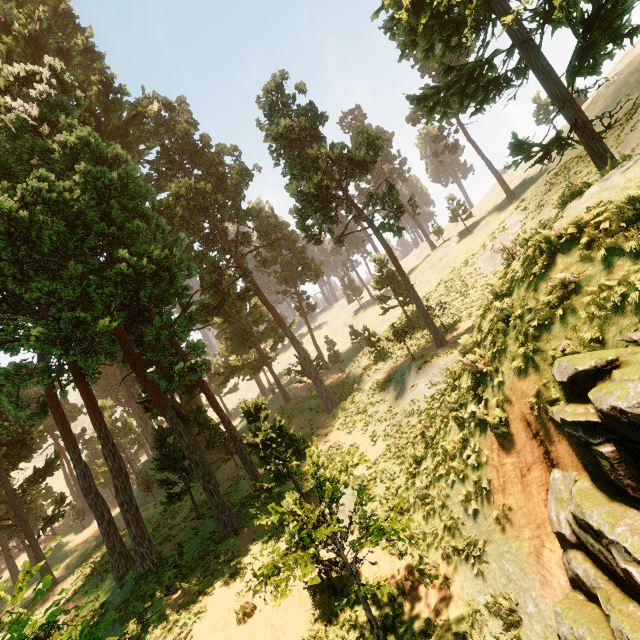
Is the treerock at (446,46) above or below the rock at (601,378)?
above

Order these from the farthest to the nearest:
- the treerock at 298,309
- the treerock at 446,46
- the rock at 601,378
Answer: the treerock at 298,309, the treerock at 446,46, the rock at 601,378

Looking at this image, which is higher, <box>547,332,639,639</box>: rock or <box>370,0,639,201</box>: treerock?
<box>370,0,639,201</box>: treerock

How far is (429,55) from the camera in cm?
1805

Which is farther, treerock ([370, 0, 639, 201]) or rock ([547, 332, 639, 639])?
treerock ([370, 0, 639, 201])

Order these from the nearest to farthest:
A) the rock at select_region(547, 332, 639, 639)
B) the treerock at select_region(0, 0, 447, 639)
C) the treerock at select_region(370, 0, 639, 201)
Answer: the rock at select_region(547, 332, 639, 639) → the treerock at select_region(370, 0, 639, 201) → the treerock at select_region(0, 0, 447, 639)

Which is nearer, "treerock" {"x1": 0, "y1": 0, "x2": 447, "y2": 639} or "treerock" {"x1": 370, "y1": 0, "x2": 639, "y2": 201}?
"treerock" {"x1": 370, "y1": 0, "x2": 639, "y2": 201}
